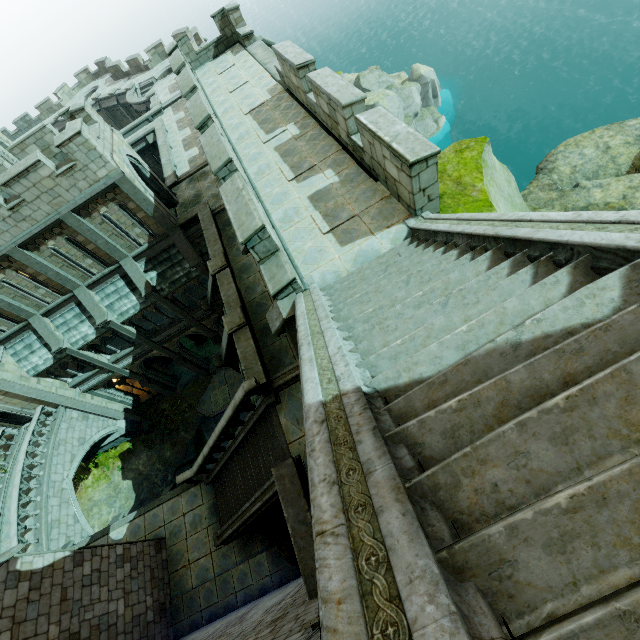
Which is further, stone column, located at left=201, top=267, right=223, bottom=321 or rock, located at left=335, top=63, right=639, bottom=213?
stone column, located at left=201, top=267, right=223, bottom=321

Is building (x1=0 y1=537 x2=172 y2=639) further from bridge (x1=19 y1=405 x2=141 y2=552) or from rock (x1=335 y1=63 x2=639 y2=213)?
rock (x1=335 y1=63 x2=639 y2=213)

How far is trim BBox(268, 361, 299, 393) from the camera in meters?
11.4

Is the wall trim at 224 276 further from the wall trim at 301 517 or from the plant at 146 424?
the plant at 146 424

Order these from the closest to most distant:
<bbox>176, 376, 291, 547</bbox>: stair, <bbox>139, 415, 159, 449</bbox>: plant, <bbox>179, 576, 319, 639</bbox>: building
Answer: <bbox>179, 576, 319, 639</bbox>: building → <bbox>176, 376, 291, 547</bbox>: stair → <bbox>139, 415, 159, 449</bbox>: plant

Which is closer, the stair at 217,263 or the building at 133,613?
the building at 133,613

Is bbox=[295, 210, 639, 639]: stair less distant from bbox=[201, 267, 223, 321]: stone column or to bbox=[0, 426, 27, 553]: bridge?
bbox=[201, 267, 223, 321]: stone column

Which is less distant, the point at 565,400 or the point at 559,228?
the point at 565,400
